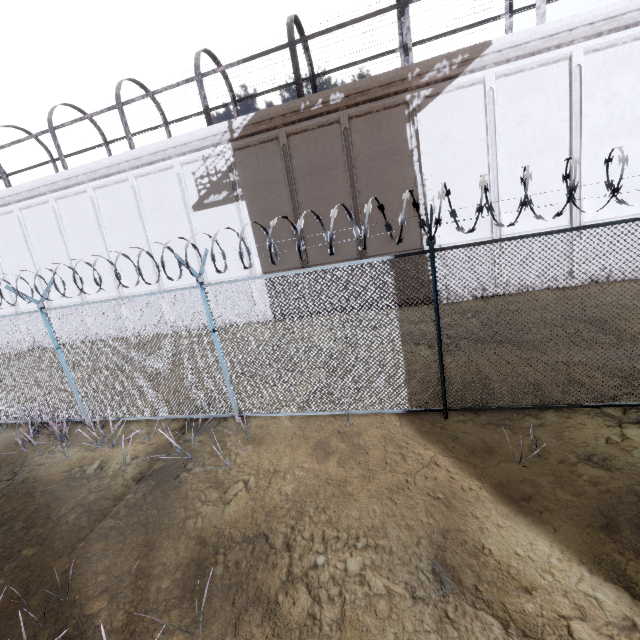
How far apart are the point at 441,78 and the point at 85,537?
15.07m
